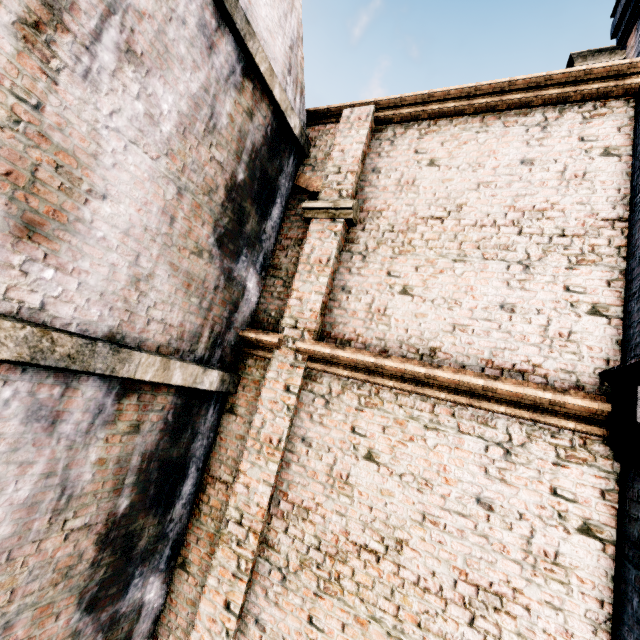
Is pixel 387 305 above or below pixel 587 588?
above

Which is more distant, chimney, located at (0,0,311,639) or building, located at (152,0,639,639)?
building, located at (152,0,639,639)

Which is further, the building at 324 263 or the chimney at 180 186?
the building at 324 263
